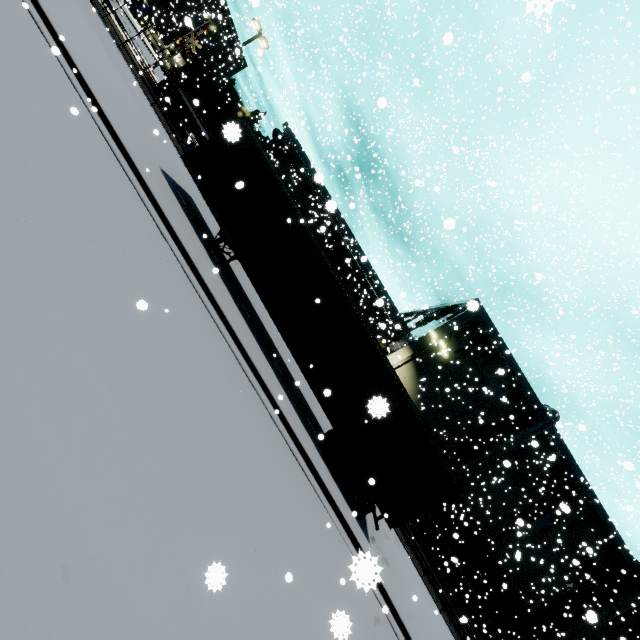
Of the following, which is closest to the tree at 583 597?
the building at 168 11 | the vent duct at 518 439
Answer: the building at 168 11

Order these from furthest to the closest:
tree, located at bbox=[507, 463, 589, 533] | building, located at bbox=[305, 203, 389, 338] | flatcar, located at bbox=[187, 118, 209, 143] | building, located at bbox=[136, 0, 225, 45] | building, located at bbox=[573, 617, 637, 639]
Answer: building, located at bbox=[136, 0, 225, 45]
building, located at bbox=[573, 617, 637, 639]
building, located at bbox=[305, 203, 389, 338]
tree, located at bbox=[507, 463, 589, 533]
flatcar, located at bbox=[187, 118, 209, 143]

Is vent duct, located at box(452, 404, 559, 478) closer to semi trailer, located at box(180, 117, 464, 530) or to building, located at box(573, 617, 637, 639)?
building, located at box(573, 617, 637, 639)

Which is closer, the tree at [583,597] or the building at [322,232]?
the building at [322,232]

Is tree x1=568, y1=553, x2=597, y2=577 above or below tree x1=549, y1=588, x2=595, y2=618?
above

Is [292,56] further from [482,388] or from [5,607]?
[5,607]

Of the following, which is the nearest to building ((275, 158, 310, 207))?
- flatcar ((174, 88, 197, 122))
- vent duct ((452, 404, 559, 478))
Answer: vent duct ((452, 404, 559, 478))
